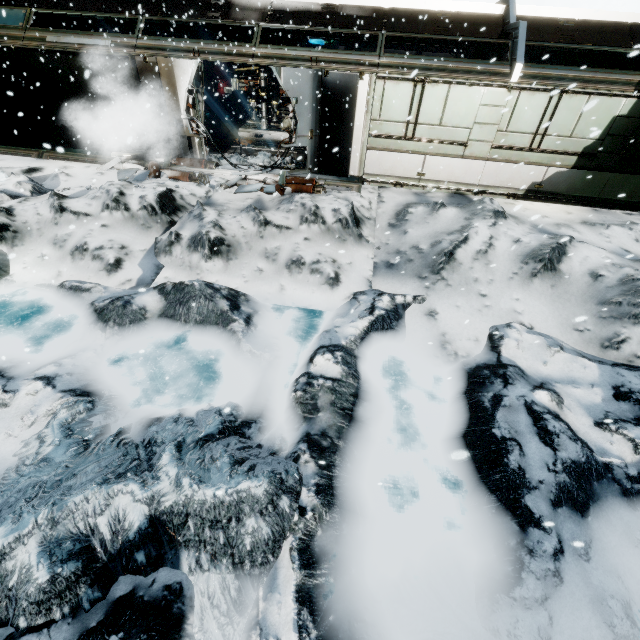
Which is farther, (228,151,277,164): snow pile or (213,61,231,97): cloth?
(213,61,231,97): cloth

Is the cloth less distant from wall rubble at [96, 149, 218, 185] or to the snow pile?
the snow pile

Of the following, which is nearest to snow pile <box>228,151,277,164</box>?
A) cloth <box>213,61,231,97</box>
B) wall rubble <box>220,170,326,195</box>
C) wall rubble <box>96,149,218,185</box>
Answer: wall rubble <box>96,149,218,185</box>

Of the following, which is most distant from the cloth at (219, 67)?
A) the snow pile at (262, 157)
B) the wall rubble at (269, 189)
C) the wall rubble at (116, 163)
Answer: the wall rubble at (269, 189)

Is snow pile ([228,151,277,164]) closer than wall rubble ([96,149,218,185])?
No

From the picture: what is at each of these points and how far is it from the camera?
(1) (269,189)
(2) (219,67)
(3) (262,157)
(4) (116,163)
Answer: (1) wall rubble, 9.2m
(2) cloth, 17.5m
(3) snow pile, 11.1m
(4) wall rubble, 10.3m

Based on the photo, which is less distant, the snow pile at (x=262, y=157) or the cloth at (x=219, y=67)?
the snow pile at (x=262, y=157)
